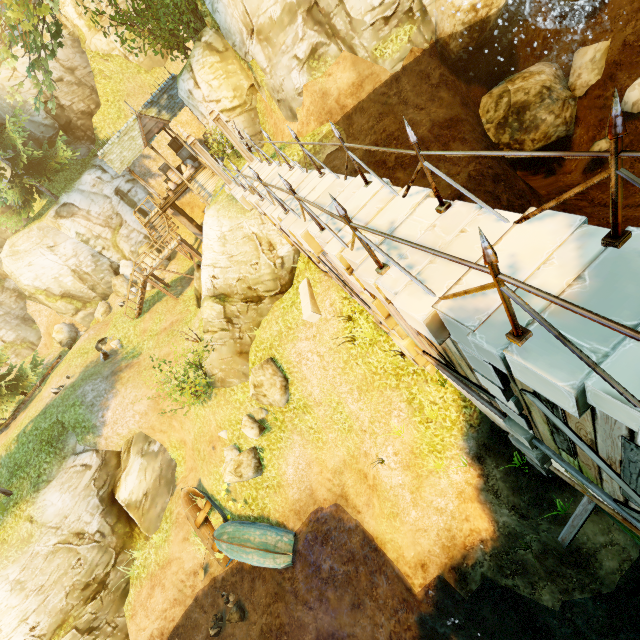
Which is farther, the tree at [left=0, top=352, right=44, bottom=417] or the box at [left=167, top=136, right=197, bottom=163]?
the box at [left=167, top=136, right=197, bottom=163]

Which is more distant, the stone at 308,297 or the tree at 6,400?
the tree at 6,400

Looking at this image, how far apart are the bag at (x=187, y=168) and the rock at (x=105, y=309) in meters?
11.8 m

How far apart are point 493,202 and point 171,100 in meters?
21.2

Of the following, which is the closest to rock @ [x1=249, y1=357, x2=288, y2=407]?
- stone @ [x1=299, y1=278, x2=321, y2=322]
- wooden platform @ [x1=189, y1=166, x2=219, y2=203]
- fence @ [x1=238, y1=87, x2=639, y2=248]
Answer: stone @ [x1=299, y1=278, x2=321, y2=322]

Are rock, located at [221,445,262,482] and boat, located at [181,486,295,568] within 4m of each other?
yes

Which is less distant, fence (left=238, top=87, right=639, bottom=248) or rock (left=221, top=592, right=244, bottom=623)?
fence (left=238, top=87, right=639, bottom=248)

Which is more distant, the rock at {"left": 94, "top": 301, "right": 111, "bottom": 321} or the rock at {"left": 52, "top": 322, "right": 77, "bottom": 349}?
the rock at {"left": 52, "top": 322, "right": 77, "bottom": 349}
